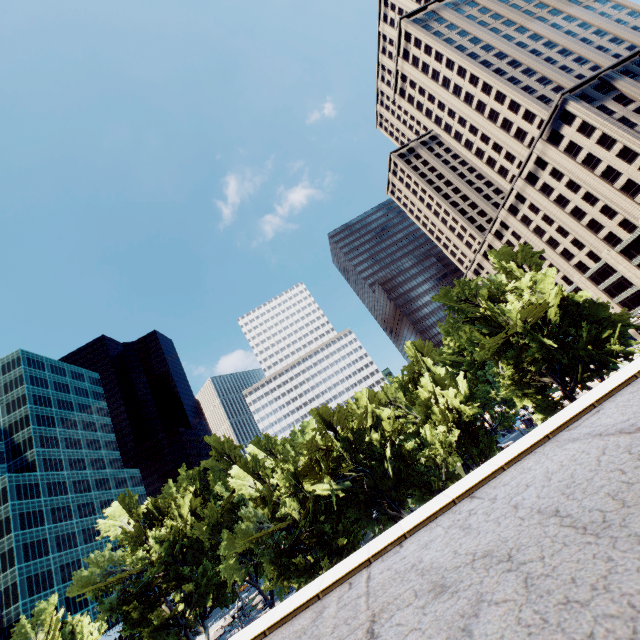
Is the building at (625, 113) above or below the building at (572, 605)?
above

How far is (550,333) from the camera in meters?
31.5 m

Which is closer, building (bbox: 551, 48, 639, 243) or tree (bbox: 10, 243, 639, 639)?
tree (bbox: 10, 243, 639, 639)

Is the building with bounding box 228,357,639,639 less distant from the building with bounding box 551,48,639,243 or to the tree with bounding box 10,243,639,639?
the tree with bounding box 10,243,639,639

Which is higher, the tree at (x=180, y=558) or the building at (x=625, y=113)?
the building at (x=625, y=113)

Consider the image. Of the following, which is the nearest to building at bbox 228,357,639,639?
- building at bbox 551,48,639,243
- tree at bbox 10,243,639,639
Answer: tree at bbox 10,243,639,639
